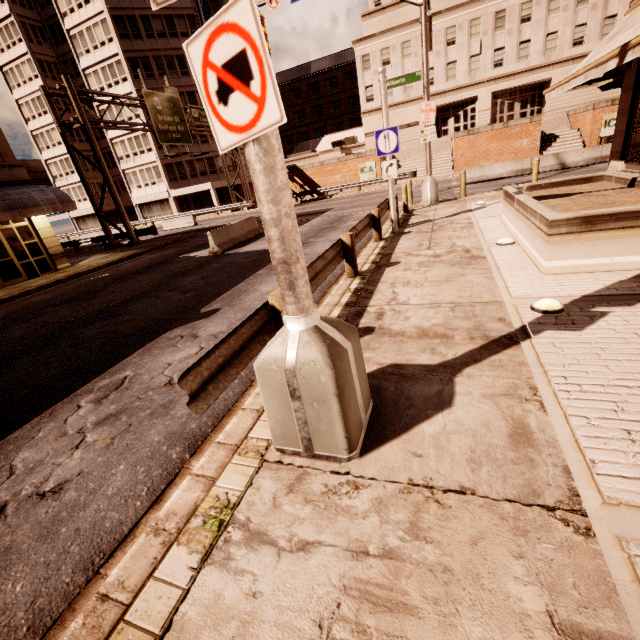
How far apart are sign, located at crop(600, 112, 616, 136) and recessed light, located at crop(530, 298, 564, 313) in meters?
33.2 m

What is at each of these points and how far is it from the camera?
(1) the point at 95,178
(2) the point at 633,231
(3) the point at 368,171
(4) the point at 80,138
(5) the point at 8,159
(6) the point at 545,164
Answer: (1) building, 47.56m
(2) planter, 4.97m
(3) sign, 33.62m
(4) building, 45.88m
(5) building, 15.95m
(6) barrier, 19.98m

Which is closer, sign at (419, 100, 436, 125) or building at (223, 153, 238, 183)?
sign at (419, 100, 436, 125)

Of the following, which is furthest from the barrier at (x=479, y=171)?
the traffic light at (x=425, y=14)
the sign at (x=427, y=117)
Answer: the sign at (x=427, y=117)

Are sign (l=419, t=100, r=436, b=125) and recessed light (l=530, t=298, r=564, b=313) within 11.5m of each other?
no

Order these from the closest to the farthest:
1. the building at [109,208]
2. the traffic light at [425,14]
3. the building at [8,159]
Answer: the traffic light at [425,14]
the building at [8,159]
the building at [109,208]

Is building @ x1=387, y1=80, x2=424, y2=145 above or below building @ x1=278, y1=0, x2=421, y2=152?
below

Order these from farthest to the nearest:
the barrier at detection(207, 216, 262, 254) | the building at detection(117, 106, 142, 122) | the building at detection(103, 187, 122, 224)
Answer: the building at detection(103, 187, 122, 224), the building at detection(117, 106, 142, 122), the barrier at detection(207, 216, 262, 254)
